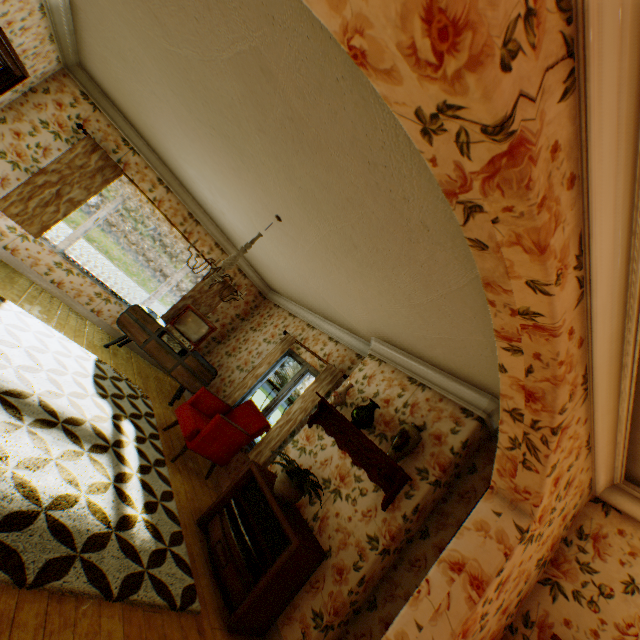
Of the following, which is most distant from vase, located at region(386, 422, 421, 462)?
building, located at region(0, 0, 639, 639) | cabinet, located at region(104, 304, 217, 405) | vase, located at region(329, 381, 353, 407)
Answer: cabinet, located at region(104, 304, 217, 405)

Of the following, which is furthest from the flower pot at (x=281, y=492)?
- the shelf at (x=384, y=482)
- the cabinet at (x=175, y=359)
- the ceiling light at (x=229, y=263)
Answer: the cabinet at (x=175, y=359)

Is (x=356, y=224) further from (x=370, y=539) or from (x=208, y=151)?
(x=370, y=539)

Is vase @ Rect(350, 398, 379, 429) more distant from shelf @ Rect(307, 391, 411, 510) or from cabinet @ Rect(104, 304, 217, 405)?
cabinet @ Rect(104, 304, 217, 405)

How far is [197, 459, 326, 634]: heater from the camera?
2.9 meters

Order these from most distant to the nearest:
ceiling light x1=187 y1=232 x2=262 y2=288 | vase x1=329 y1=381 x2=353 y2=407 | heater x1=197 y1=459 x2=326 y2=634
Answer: vase x1=329 y1=381 x2=353 y2=407 < ceiling light x1=187 y1=232 x2=262 y2=288 < heater x1=197 y1=459 x2=326 y2=634

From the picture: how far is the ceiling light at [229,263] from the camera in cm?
349

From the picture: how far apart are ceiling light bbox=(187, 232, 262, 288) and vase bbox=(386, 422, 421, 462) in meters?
2.4 m
